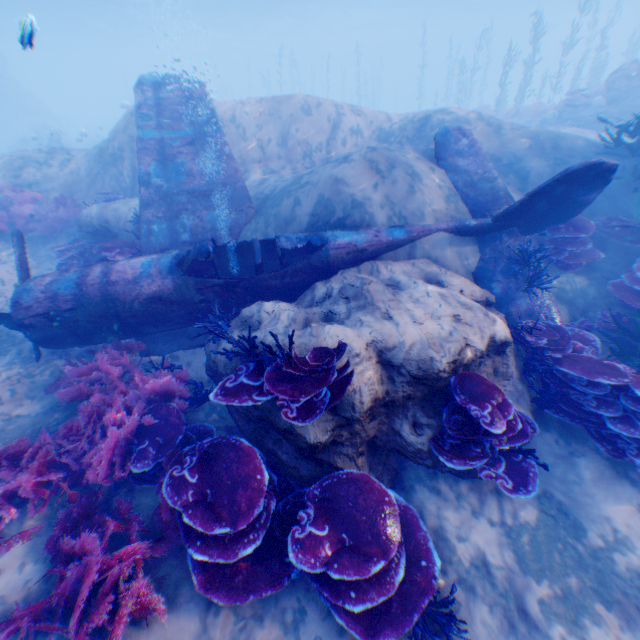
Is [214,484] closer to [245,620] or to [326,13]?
[245,620]

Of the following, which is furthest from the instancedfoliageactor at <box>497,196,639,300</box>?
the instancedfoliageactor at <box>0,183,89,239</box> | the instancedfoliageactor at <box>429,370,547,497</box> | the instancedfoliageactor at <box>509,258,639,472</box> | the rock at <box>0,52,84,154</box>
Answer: the instancedfoliageactor at <box>0,183,89,239</box>

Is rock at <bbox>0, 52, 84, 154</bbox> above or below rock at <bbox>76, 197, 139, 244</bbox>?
above

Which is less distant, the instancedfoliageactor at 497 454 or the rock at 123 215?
the instancedfoliageactor at 497 454

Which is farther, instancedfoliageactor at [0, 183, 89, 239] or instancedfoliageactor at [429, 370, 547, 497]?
instancedfoliageactor at [0, 183, 89, 239]

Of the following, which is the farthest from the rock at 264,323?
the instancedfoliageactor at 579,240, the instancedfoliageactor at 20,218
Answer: the instancedfoliageactor at 579,240

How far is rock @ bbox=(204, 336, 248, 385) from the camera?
4.4m

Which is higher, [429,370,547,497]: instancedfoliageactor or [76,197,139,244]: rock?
[76,197,139,244]: rock
